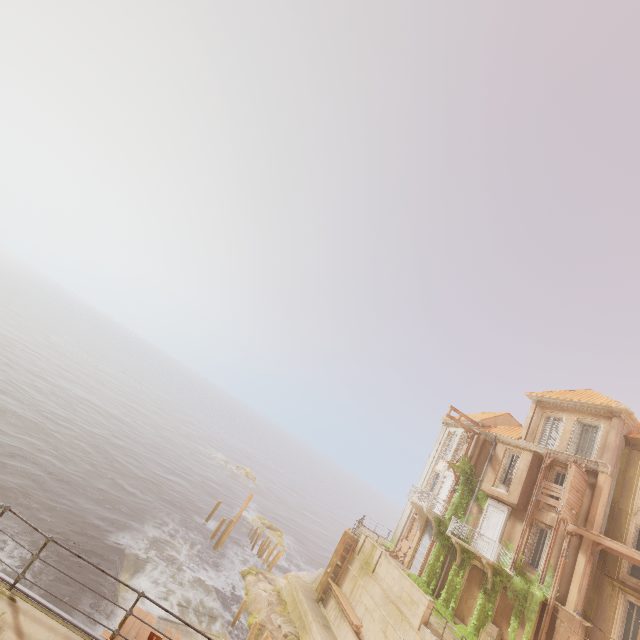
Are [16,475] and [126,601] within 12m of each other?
no

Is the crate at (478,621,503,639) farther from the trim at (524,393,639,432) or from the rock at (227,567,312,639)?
the trim at (524,393,639,432)

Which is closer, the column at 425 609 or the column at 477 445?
the column at 425 609

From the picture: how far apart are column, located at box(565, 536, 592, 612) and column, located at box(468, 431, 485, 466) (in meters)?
7.87

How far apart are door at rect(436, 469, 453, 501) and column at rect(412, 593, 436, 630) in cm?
917

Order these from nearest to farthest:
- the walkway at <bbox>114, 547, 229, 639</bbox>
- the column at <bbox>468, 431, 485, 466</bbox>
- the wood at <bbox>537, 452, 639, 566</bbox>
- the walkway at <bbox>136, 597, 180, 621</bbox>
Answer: the wood at <bbox>537, 452, 639, 566</bbox> → the walkway at <bbox>136, 597, 180, 621</bbox> → the walkway at <bbox>114, 547, 229, 639</bbox> → the column at <bbox>468, 431, 485, 466</bbox>

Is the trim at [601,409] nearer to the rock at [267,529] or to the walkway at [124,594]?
the walkway at [124,594]

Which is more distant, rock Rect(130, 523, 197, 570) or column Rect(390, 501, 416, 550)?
column Rect(390, 501, 416, 550)
